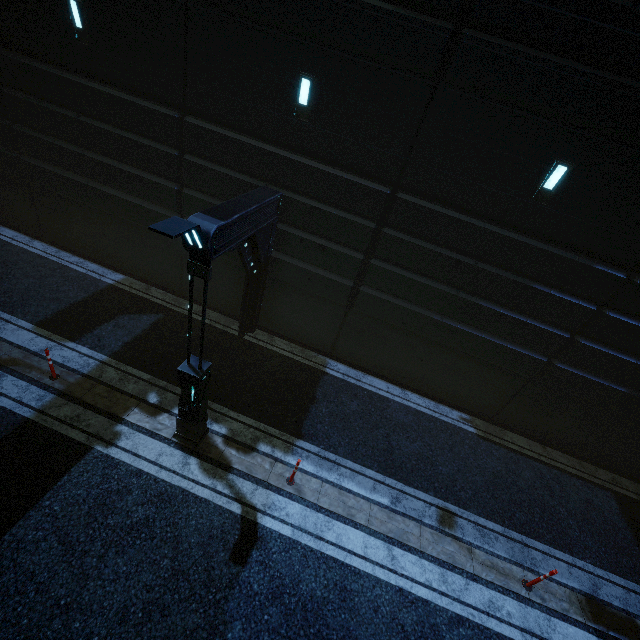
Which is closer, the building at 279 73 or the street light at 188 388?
the street light at 188 388

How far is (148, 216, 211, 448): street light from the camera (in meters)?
4.13

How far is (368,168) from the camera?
8.1 meters

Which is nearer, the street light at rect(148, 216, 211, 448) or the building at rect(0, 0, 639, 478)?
the street light at rect(148, 216, 211, 448)

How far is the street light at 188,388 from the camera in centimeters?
413cm
